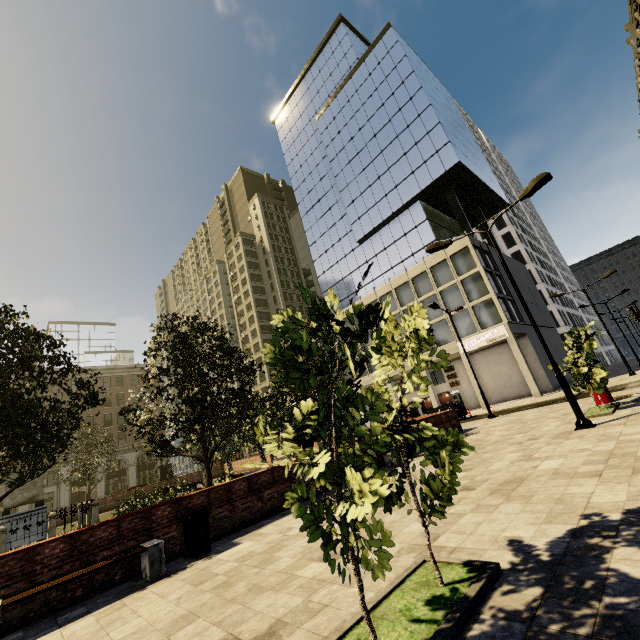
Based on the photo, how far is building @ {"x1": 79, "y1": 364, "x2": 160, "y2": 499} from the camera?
47.8 meters

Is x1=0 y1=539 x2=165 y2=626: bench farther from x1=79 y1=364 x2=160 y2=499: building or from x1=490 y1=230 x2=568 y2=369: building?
x1=79 y1=364 x2=160 y2=499: building

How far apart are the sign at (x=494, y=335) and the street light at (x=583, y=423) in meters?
20.6

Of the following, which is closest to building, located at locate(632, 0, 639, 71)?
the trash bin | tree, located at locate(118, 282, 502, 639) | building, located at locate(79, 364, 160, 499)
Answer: building, located at locate(79, 364, 160, 499)

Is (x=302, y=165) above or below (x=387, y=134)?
above

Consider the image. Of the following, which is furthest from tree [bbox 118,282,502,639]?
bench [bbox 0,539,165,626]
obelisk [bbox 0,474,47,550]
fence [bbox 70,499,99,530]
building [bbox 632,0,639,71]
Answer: building [bbox 632,0,639,71]

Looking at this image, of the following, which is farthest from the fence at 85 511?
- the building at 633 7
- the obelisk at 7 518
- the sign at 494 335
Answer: the sign at 494 335

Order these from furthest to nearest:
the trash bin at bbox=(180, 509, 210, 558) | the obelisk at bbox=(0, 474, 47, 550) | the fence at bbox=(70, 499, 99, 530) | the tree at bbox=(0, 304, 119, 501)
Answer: the fence at bbox=(70, 499, 99, 530), the obelisk at bbox=(0, 474, 47, 550), the tree at bbox=(0, 304, 119, 501), the trash bin at bbox=(180, 509, 210, 558)
